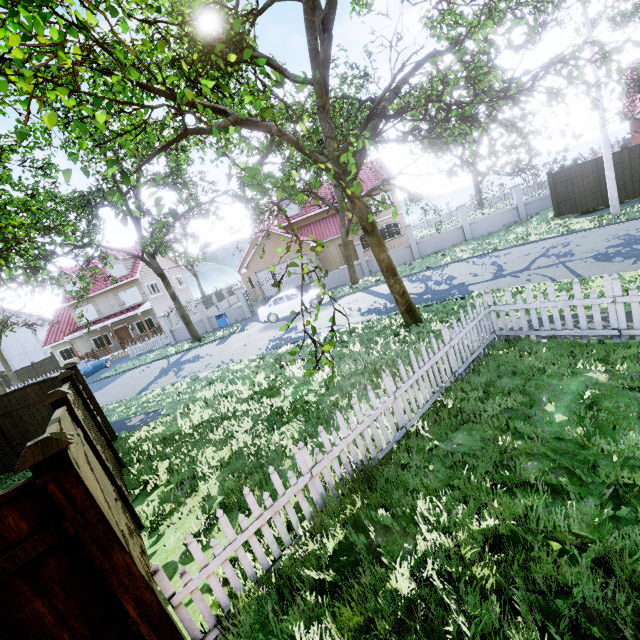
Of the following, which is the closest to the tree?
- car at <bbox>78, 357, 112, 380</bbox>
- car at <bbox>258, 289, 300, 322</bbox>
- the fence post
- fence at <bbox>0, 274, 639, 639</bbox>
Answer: fence at <bbox>0, 274, 639, 639</bbox>

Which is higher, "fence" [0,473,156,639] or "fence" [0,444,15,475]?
"fence" [0,473,156,639]

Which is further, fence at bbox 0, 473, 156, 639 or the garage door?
the garage door

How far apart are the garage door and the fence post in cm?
2376

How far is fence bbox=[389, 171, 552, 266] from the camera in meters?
21.5

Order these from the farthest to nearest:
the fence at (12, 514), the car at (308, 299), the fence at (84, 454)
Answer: the car at (308, 299)
the fence at (84, 454)
the fence at (12, 514)

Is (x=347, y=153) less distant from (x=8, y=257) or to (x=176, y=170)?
(x=8, y=257)

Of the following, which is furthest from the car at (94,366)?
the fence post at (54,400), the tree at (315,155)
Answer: the fence post at (54,400)
